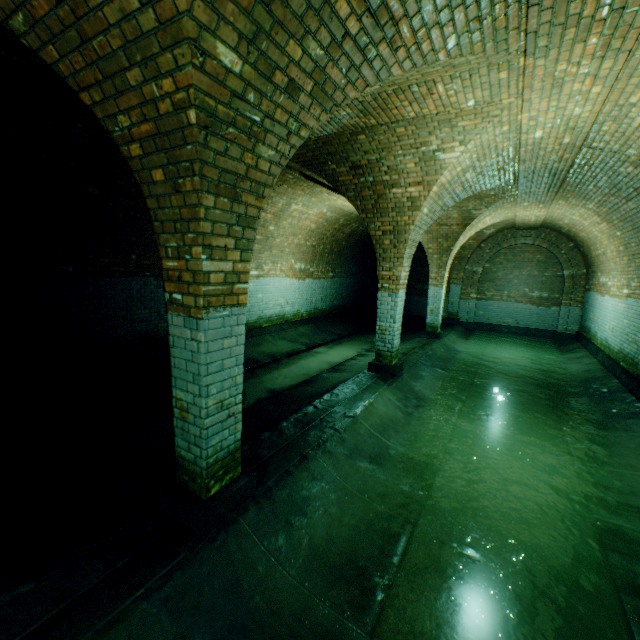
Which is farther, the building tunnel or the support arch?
the building tunnel

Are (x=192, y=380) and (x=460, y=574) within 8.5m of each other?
yes

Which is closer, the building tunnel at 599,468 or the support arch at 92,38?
the support arch at 92,38
